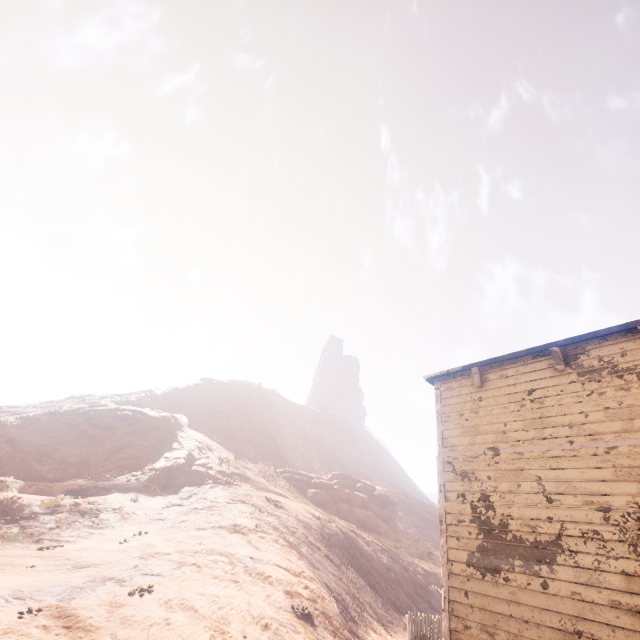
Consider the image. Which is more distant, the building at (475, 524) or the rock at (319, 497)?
the rock at (319, 497)

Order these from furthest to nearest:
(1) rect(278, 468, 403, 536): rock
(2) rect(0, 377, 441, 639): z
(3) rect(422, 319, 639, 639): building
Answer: (1) rect(278, 468, 403, 536): rock < (2) rect(0, 377, 441, 639): z < (3) rect(422, 319, 639, 639): building

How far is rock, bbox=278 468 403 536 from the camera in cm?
2886

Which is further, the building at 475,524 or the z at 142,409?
the z at 142,409

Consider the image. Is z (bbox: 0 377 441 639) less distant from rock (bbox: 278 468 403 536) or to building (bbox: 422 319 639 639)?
building (bbox: 422 319 639 639)

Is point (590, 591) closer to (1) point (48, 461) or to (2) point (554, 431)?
(2) point (554, 431)

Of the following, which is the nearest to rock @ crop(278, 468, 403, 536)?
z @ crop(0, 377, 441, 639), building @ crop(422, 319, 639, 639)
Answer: z @ crop(0, 377, 441, 639)
